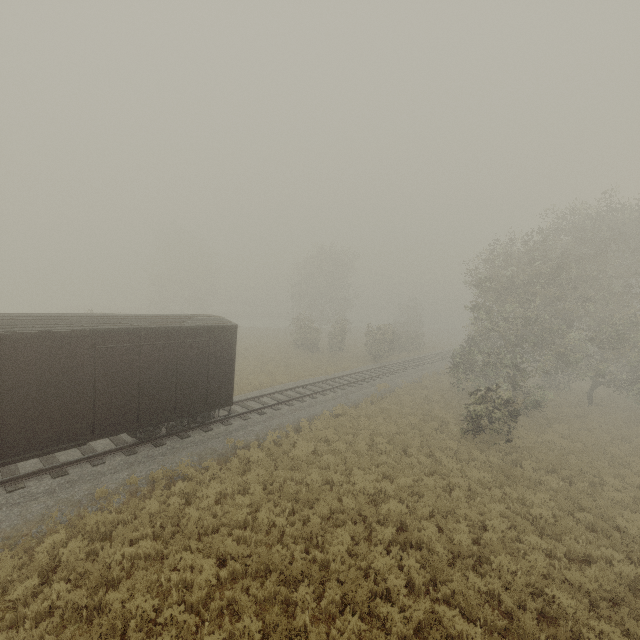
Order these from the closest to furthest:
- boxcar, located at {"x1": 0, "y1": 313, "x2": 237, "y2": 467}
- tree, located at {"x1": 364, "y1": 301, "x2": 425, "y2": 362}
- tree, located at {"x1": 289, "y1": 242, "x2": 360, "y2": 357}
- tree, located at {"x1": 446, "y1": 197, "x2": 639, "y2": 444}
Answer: boxcar, located at {"x1": 0, "y1": 313, "x2": 237, "y2": 467} → tree, located at {"x1": 446, "y1": 197, "x2": 639, "y2": 444} → tree, located at {"x1": 364, "y1": 301, "x2": 425, "y2": 362} → tree, located at {"x1": 289, "y1": 242, "x2": 360, "y2": 357}

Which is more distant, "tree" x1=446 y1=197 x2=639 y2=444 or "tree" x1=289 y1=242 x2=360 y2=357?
"tree" x1=289 y1=242 x2=360 y2=357

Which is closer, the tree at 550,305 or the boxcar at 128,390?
the boxcar at 128,390

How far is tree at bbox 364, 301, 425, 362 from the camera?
32.8 meters

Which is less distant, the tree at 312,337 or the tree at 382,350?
the tree at 382,350

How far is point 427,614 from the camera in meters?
7.1 m

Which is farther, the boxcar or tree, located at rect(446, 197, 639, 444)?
tree, located at rect(446, 197, 639, 444)
